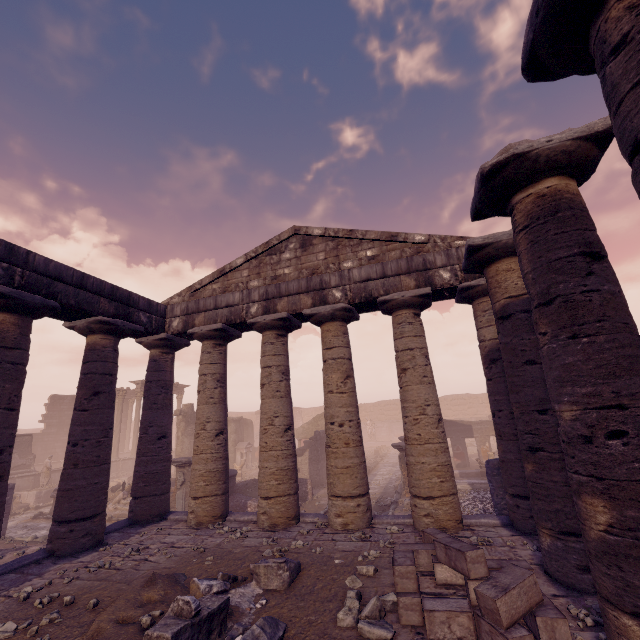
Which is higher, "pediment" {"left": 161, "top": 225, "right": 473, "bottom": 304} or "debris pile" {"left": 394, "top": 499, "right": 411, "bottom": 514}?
"pediment" {"left": 161, "top": 225, "right": 473, "bottom": 304}

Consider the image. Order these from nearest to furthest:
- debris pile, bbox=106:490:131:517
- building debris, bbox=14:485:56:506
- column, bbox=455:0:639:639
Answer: Answer:
column, bbox=455:0:639:639
debris pile, bbox=106:490:131:517
building debris, bbox=14:485:56:506

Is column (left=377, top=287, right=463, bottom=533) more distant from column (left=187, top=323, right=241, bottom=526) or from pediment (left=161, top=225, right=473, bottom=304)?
column (left=187, top=323, right=241, bottom=526)

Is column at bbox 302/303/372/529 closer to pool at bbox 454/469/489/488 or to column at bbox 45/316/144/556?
column at bbox 45/316/144/556

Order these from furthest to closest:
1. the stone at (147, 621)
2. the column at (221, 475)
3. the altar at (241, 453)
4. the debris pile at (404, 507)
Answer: the altar at (241, 453), the debris pile at (404, 507), the column at (221, 475), the stone at (147, 621)

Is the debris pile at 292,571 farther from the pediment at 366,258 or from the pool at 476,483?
the pool at 476,483

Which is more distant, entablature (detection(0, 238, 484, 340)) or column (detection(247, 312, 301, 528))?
column (detection(247, 312, 301, 528))

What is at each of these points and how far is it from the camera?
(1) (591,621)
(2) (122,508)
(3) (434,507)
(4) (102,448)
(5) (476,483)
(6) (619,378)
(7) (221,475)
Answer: (1) stone, 3.7 meters
(2) debris pile, 14.6 meters
(3) column, 7.0 meters
(4) column, 8.1 meters
(5) pool, 14.8 meters
(6) column, 3.1 meters
(7) column, 9.0 meters
